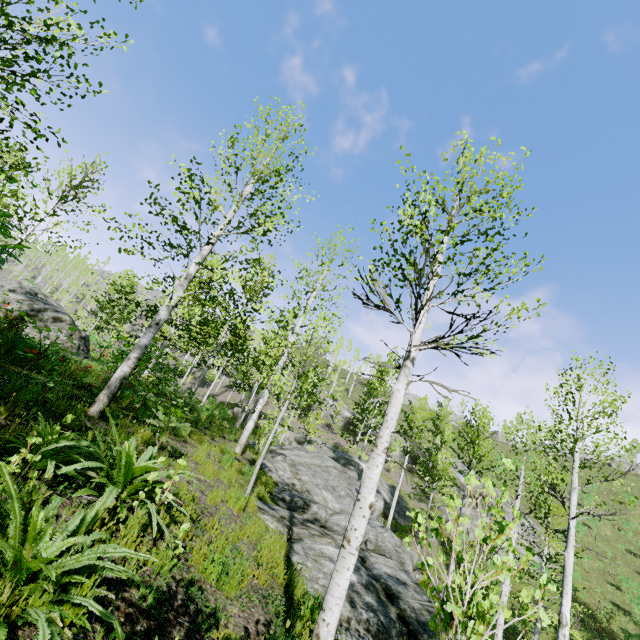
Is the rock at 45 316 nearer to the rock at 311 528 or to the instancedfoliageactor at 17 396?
the instancedfoliageactor at 17 396

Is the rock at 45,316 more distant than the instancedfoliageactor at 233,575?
Yes

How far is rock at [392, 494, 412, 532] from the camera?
23.6 meters

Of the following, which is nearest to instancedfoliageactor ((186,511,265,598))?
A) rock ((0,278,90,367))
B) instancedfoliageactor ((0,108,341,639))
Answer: instancedfoliageactor ((0,108,341,639))

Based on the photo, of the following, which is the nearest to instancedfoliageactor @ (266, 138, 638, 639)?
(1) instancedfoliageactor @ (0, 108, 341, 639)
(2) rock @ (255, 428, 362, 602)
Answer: (2) rock @ (255, 428, 362, 602)

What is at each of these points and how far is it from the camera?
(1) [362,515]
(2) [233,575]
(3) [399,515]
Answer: (1) instancedfoliageactor, 3.5m
(2) instancedfoliageactor, 4.2m
(3) rock, 24.6m

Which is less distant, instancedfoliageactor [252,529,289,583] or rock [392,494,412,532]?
instancedfoliageactor [252,529,289,583]

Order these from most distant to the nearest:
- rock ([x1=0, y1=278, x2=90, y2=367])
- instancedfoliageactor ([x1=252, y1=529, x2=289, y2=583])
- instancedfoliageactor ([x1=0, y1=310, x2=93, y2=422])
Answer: rock ([x1=0, y1=278, x2=90, y2=367]), instancedfoliageactor ([x1=252, y1=529, x2=289, y2=583]), instancedfoliageactor ([x1=0, y1=310, x2=93, y2=422])
